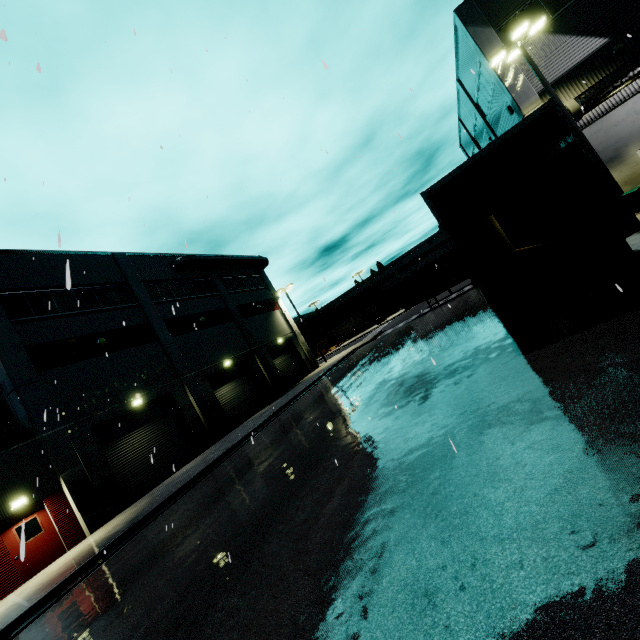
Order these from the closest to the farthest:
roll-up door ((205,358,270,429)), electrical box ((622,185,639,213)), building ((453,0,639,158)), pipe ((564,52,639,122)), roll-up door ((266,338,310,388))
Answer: electrical box ((622,185,639,213)) → pipe ((564,52,639,122)) → building ((453,0,639,158)) → roll-up door ((205,358,270,429)) → roll-up door ((266,338,310,388))

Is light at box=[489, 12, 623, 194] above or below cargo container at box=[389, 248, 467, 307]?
above

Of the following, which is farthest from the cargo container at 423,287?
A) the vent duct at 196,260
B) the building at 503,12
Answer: the vent duct at 196,260

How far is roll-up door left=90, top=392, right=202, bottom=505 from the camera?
16.6m

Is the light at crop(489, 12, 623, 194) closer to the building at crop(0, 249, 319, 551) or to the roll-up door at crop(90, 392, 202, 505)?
the building at crop(0, 249, 319, 551)

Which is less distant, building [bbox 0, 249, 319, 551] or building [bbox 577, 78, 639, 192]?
building [bbox 0, 249, 319, 551]

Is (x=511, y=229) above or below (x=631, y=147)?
below

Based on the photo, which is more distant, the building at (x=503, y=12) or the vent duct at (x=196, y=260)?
the vent duct at (x=196, y=260)
